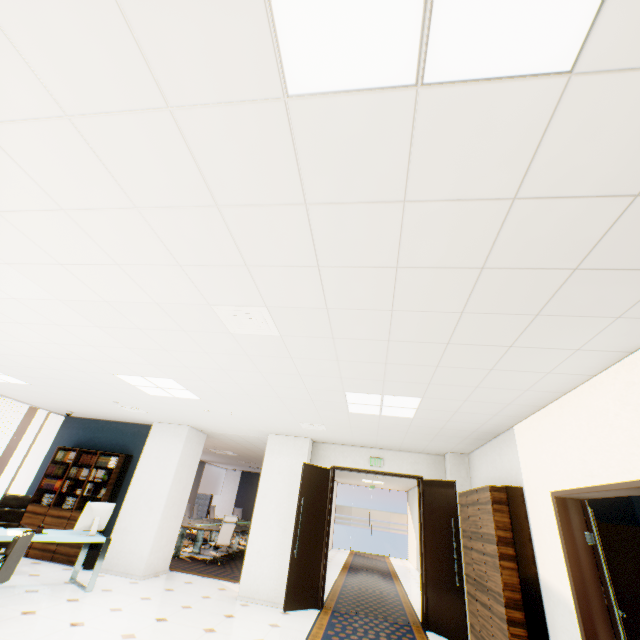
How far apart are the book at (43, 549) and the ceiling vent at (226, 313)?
6.86m

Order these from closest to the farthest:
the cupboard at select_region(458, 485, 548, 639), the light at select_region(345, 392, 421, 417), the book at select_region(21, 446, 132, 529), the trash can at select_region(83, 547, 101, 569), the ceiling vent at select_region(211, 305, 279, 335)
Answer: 1. the ceiling vent at select_region(211, 305, 279, 335)
2. the cupboard at select_region(458, 485, 548, 639)
3. the light at select_region(345, 392, 421, 417)
4. the trash can at select_region(83, 547, 101, 569)
5. the book at select_region(21, 446, 132, 529)

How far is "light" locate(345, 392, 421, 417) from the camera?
4.2m

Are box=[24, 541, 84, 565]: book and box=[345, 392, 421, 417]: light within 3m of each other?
no

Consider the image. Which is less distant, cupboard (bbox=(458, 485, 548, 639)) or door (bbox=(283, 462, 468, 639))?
cupboard (bbox=(458, 485, 548, 639))

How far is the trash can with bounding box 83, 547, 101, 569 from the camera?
6.5 meters

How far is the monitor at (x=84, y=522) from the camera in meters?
5.6 m

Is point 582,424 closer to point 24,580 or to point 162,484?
point 162,484
